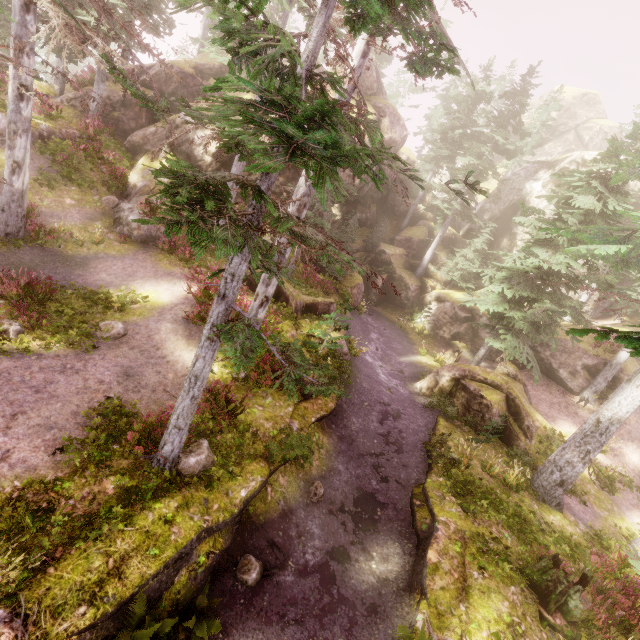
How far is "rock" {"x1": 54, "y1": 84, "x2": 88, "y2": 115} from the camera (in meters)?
19.69

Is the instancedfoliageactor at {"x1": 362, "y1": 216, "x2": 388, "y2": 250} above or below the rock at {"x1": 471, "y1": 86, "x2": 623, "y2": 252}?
below

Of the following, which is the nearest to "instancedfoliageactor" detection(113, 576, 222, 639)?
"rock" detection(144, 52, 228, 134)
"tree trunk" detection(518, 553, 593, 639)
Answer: "rock" detection(144, 52, 228, 134)

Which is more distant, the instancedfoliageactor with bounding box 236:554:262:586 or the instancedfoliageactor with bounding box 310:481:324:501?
the instancedfoliageactor with bounding box 310:481:324:501

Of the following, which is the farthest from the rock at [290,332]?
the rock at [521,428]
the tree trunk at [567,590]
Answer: the tree trunk at [567,590]

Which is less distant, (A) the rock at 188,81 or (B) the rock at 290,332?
(B) the rock at 290,332

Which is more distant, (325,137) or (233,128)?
(233,128)

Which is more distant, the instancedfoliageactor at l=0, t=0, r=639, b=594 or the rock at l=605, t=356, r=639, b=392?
the rock at l=605, t=356, r=639, b=392
